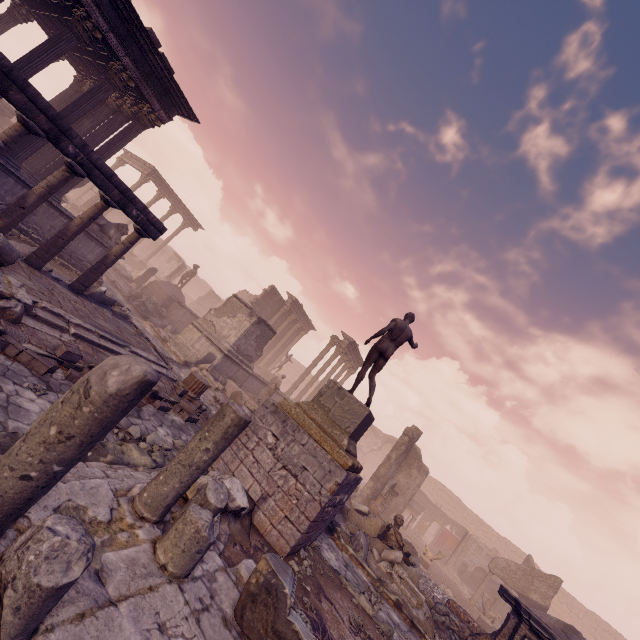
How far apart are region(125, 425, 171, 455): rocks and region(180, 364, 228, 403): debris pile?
6.14m

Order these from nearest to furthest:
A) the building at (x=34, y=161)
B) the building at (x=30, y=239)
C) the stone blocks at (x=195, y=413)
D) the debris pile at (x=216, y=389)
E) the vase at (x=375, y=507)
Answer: the stone blocks at (x=195, y=413) → the building at (x=34, y=161) → the building at (x=30, y=239) → the debris pile at (x=216, y=389) → the vase at (x=375, y=507)

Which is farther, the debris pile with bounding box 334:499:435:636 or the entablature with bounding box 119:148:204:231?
the entablature with bounding box 119:148:204:231

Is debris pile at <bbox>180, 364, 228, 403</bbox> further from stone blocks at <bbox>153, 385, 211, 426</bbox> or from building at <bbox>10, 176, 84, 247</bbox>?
building at <bbox>10, 176, 84, 247</bbox>

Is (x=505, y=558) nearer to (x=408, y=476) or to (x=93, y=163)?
(x=408, y=476)

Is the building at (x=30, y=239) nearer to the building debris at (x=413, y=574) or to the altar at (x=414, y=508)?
the building debris at (x=413, y=574)

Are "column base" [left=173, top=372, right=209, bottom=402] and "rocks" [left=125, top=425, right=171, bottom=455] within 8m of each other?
yes

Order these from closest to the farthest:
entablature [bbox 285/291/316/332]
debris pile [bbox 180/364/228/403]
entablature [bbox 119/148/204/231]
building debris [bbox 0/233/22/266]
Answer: building debris [bbox 0/233/22/266] < debris pile [bbox 180/364/228/403] < entablature [bbox 119/148/204/231] < entablature [bbox 285/291/316/332]
